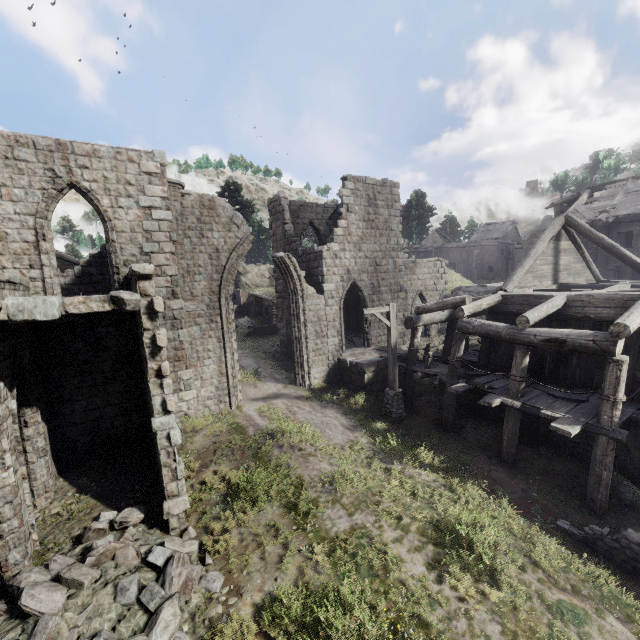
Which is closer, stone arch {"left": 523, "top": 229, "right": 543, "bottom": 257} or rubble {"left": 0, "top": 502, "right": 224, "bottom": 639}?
rubble {"left": 0, "top": 502, "right": 224, "bottom": 639}

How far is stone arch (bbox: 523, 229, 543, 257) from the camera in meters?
37.0 m

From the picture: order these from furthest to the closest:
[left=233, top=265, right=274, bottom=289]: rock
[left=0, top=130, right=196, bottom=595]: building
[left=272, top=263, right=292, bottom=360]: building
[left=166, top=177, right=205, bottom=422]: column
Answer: [left=233, top=265, right=274, bottom=289]: rock
[left=272, top=263, right=292, bottom=360]: building
[left=166, top=177, right=205, bottom=422]: column
[left=0, top=130, right=196, bottom=595]: building

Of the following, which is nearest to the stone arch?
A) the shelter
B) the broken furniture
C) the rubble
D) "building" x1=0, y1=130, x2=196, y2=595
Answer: "building" x1=0, y1=130, x2=196, y2=595

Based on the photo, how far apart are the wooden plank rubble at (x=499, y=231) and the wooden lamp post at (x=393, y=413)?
43.15m

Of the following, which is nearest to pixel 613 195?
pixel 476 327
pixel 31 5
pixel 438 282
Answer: pixel 438 282

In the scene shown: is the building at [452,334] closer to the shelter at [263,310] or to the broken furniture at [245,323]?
the shelter at [263,310]

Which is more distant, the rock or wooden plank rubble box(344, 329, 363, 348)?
the rock
